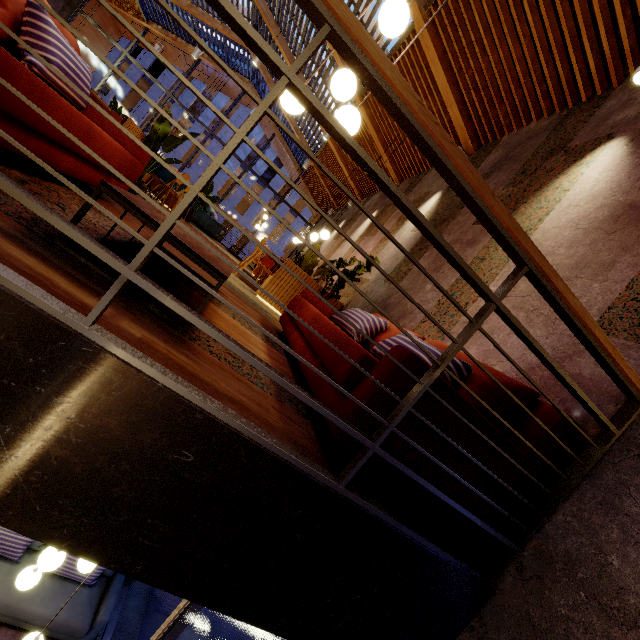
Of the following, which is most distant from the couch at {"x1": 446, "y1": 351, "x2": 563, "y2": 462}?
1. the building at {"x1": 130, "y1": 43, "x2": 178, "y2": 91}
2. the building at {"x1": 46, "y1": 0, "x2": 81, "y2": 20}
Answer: the building at {"x1": 130, "y1": 43, "x2": 178, "y2": 91}

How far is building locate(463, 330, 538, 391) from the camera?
2.1m

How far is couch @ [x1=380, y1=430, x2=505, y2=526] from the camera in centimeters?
136cm

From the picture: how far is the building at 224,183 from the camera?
29.6m

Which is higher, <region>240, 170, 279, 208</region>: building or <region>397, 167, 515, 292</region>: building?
<region>240, 170, 279, 208</region>: building

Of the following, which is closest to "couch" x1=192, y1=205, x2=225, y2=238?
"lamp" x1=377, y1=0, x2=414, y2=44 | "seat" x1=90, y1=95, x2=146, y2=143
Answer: "seat" x1=90, y1=95, x2=146, y2=143

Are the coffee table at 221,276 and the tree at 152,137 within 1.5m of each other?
no

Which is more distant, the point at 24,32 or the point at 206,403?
the point at 24,32
